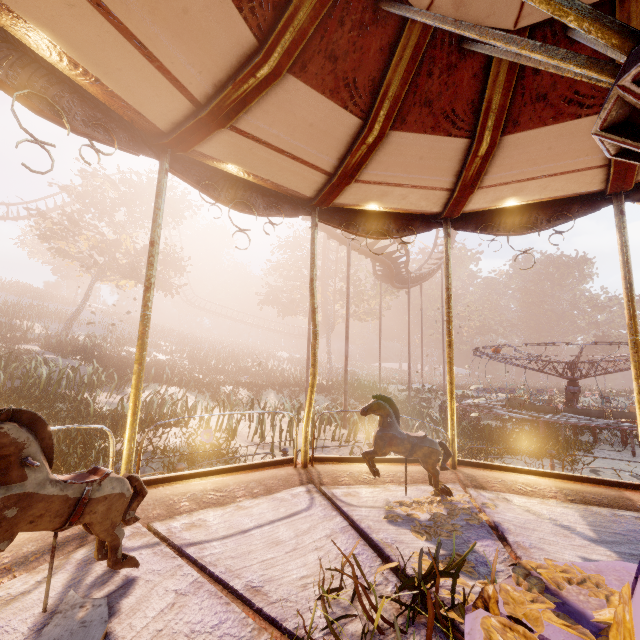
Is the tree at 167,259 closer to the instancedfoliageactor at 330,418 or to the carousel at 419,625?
the instancedfoliageactor at 330,418

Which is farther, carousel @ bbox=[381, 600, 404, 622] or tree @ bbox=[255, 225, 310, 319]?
tree @ bbox=[255, 225, 310, 319]

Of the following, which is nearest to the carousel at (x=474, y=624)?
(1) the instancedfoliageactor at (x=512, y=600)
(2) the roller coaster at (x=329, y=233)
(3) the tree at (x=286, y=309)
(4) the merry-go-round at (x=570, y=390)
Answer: (1) the instancedfoliageactor at (x=512, y=600)

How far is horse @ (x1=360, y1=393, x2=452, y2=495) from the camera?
3.3m

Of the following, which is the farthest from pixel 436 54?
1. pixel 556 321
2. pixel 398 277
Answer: pixel 556 321

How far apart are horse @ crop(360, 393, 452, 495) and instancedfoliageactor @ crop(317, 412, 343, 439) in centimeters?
876cm

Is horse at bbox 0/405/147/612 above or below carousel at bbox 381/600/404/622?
above
